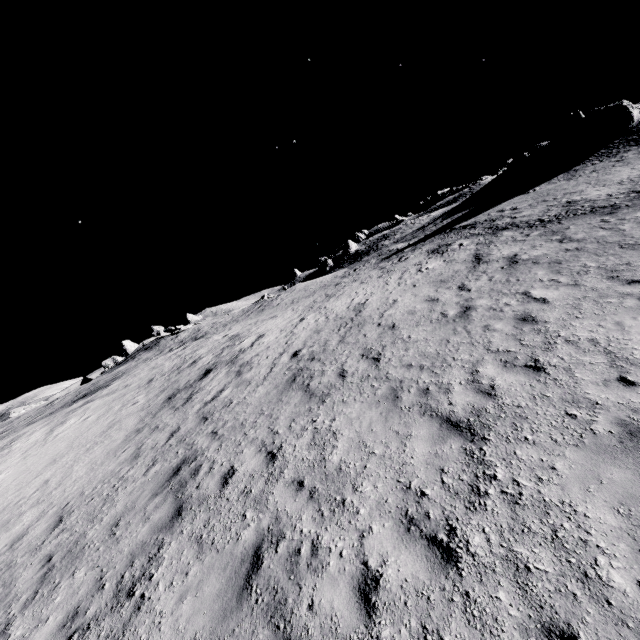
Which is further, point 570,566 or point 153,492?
point 153,492
